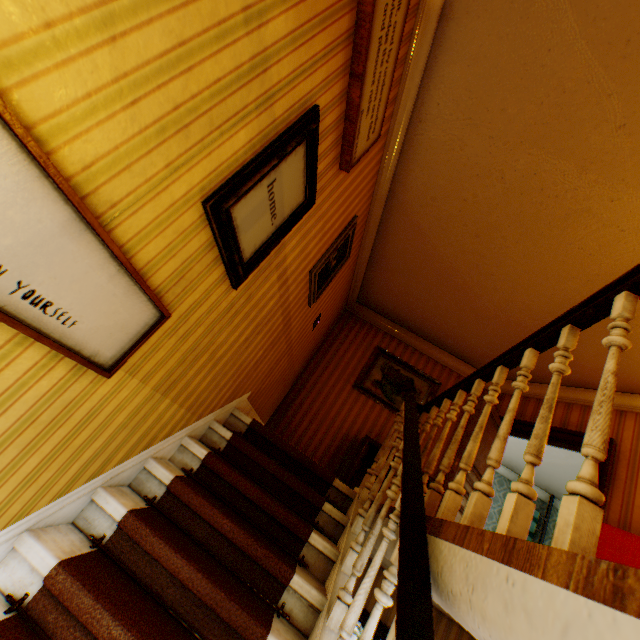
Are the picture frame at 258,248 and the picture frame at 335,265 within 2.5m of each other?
yes

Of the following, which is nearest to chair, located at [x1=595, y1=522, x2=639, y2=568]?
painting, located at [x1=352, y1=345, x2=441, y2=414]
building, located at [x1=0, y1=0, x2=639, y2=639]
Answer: building, located at [x1=0, y1=0, x2=639, y2=639]

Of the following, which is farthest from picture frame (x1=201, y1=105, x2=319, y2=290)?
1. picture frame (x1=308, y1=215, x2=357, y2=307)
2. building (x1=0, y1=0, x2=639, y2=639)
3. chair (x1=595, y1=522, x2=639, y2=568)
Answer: chair (x1=595, y1=522, x2=639, y2=568)

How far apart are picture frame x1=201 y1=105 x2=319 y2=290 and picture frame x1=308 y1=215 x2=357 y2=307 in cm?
95

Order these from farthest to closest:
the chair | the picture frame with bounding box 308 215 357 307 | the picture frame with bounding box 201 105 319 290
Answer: the picture frame with bounding box 308 215 357 307, the chair, the picture frame with bounding box 201 105 319 290

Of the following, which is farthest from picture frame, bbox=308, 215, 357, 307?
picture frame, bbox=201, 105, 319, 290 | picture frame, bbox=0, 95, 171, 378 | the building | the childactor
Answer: the childactor

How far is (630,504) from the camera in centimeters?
385cm

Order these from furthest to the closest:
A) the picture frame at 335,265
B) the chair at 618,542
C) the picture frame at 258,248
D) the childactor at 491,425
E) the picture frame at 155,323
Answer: the childactor at 491,425 < the picture frame at 335,265 < the chair at 618,542 < the picture frame at 258,248 < the picture frame at 155,323
